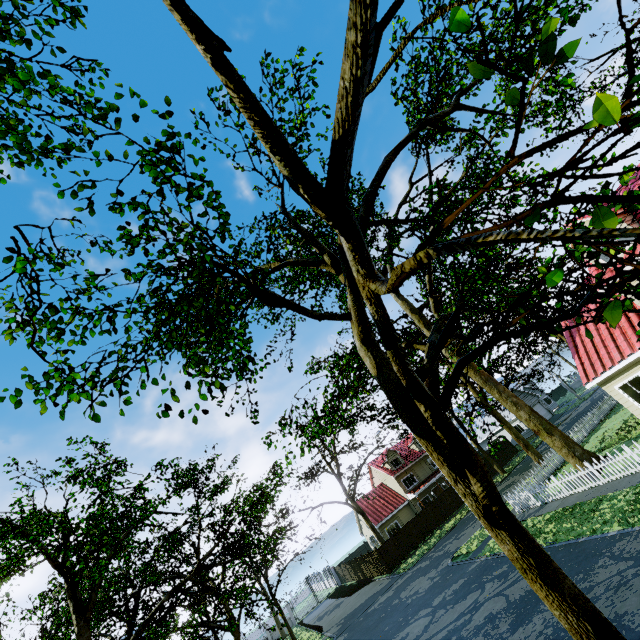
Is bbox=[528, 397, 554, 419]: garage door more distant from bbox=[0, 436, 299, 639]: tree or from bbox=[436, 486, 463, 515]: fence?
bbox=[0, 436, 299, 639]: tree

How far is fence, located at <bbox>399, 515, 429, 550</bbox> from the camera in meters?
31.9 m

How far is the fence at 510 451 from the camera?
39.66m

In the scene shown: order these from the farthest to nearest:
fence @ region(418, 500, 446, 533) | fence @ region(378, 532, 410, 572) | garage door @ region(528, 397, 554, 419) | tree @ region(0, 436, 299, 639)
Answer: garage door @ region(528, 397, 554, 419), fence @ region(418, 500, 446, 533), fence @ region(378, 532, 410, 572), tree @ region(0, 436, 299, 639)

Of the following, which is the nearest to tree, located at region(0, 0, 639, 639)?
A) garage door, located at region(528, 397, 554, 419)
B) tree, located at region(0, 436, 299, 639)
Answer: → tree, located at region(0, 436, 299, 639)

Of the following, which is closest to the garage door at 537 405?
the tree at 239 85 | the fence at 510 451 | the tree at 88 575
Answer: the tree at 239 85

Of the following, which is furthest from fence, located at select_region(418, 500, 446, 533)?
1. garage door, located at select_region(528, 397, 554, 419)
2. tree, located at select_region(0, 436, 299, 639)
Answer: garage door, located at select_region(528, 397, 554, 419)

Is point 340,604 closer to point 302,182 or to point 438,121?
point 438,121
